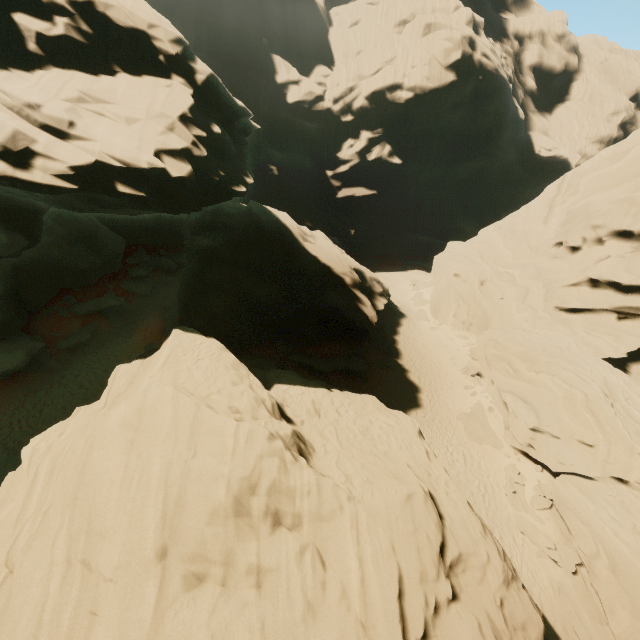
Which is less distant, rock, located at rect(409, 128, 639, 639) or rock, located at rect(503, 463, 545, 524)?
rock, located at rect(409, 128, 639, 639)

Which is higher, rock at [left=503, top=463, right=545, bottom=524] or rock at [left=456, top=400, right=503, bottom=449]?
rock at [left=456, top=400, right=503, bottom=449]

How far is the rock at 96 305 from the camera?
25.3 meters

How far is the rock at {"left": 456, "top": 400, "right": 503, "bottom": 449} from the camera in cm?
2180

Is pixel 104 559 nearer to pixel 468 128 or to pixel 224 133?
pixel 224 133

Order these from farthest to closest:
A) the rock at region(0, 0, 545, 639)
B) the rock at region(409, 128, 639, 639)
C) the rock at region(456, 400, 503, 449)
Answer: the rock at region(456, 400, 503, 449) < the rock at region(409, 128, 639, 639) < the rock at region(0, 0, 545, 639)

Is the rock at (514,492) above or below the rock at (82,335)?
below
